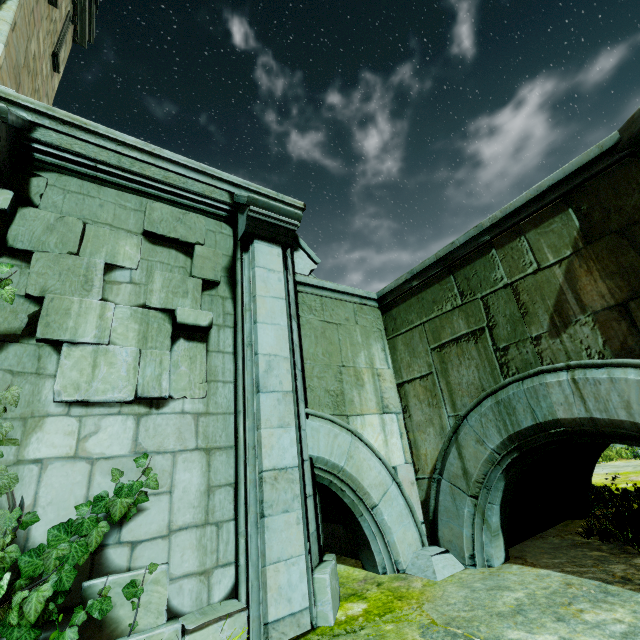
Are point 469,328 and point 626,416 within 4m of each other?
yes

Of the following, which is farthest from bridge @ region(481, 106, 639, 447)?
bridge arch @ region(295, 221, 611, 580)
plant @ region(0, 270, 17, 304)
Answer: plant @ region(0, 270, 17, 304)

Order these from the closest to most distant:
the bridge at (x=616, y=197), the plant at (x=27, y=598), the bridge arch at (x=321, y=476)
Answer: the plant at (x=27, y=598) < the bridge at (x=616, y=197) < the bridge arch at (x=321, y=476)

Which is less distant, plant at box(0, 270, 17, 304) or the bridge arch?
plant at box(0, 270, 17, 304)

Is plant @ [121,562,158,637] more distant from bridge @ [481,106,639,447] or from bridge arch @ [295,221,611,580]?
→ bridge @ [481,106,639,447]

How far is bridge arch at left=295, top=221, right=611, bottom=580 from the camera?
4.6m

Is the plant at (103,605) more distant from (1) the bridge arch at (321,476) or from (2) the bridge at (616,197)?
(2) the bridge at (616,197)
